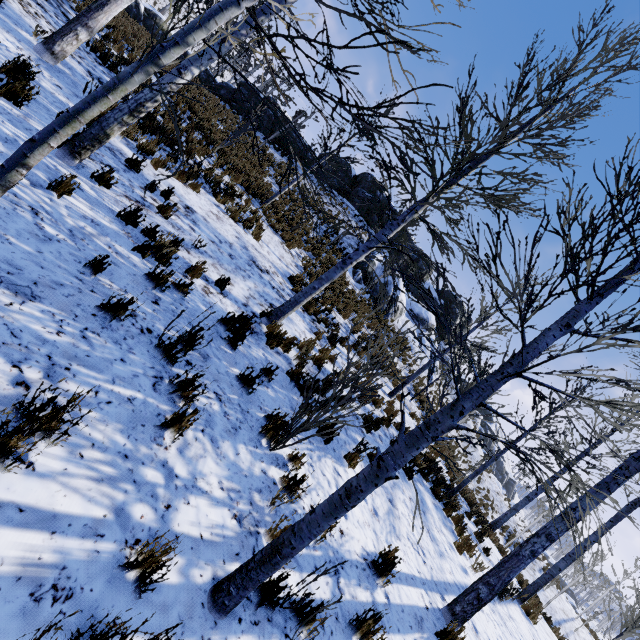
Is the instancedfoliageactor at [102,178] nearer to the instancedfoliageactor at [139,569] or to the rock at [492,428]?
the instancedfoliageactor at [139,569]

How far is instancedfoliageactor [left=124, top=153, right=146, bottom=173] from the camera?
6.4 meters

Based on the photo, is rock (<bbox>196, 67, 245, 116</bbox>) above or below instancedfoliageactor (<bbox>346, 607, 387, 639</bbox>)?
above

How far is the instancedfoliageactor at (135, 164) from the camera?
6.4 meters

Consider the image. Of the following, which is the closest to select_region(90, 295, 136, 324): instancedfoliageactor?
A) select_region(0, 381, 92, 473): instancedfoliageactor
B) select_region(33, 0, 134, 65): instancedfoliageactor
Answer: select_region(33, 0, 134, 65): instancedfoliageactor

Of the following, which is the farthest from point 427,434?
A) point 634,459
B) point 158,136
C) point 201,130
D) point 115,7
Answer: point 201,130

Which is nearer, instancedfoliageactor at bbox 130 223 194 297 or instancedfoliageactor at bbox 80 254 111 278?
instancedfoliageactor at bbox 80 254 111 278

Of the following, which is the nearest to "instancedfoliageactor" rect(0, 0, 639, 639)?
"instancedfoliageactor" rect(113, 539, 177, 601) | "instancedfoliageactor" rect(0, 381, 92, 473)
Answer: Answer: "instancedfoliageactor" rect(113, 539, 177, 601)
